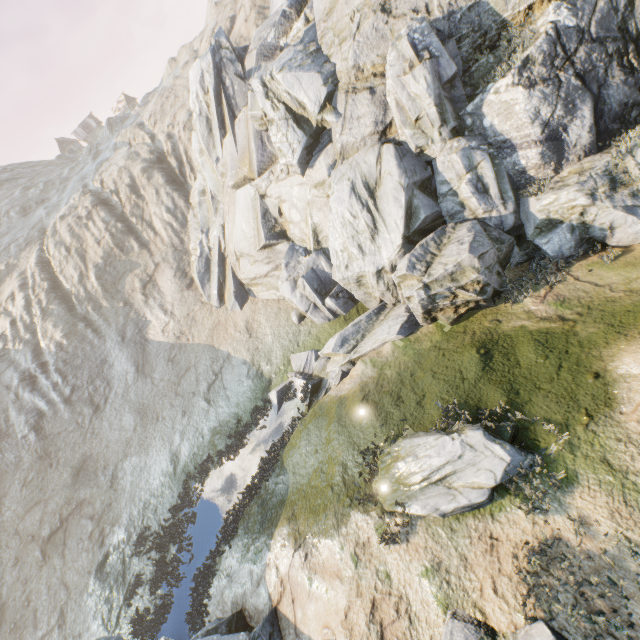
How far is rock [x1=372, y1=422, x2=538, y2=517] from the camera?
7.5 meters

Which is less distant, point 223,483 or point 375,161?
point 375,161

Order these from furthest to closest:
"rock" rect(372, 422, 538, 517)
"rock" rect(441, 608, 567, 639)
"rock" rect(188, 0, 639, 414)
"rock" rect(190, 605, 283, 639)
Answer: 1. "rock" rect(188, 0, 639, 414)
2. "rock" rect(190, 605, 283, 639)
3. "rock" rect(372, 422, 538, 517)
4. "rock" rect(441, 608, 567, 639)

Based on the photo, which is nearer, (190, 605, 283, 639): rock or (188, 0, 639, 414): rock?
(190, 605, 283, 639): rock

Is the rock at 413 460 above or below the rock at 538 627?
below

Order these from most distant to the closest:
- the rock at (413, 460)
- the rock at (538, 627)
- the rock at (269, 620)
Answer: the rock at (269, 620) → the rock at (413, 460) → the rock at (538, 627)

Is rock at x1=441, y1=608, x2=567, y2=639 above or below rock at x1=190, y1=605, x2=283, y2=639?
above
